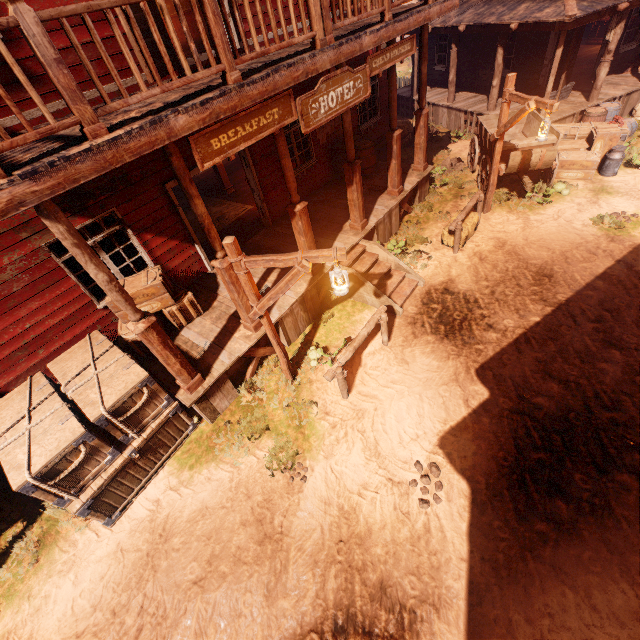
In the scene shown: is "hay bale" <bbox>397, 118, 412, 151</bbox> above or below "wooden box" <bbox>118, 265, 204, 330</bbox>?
below

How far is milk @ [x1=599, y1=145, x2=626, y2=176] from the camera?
9.3 meters

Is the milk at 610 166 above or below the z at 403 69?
above

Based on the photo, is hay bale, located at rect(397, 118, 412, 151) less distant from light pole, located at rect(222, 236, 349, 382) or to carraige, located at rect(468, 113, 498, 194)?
carraige, located at rect(468, 113, 498, 194)

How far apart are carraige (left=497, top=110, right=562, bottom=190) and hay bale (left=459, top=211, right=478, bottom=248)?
1.43m

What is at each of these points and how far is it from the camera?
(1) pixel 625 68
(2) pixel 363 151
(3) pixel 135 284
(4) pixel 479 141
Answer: (1) log pile, 12.7m
(2) barrel, 10.0m
(3) wooden box, 6.3m
(4) carraige, 11.0m

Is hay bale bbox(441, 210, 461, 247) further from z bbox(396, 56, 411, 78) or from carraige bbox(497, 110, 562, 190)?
carraige bbox(497, 110, 562, 190)

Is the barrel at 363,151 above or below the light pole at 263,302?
below
